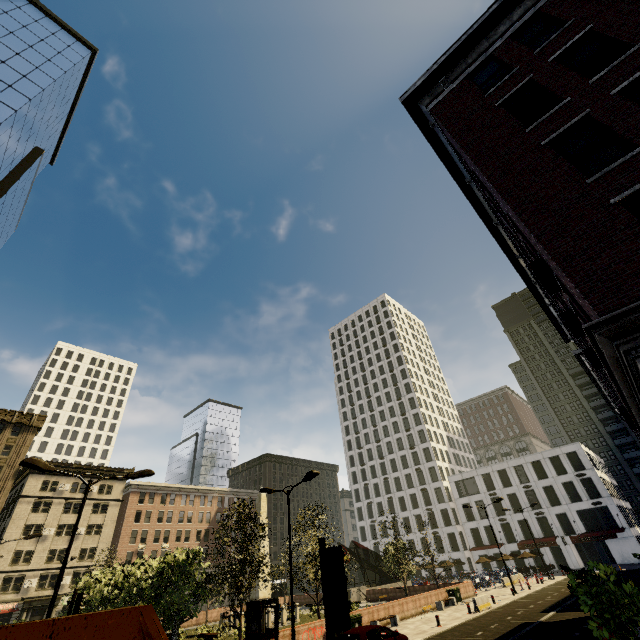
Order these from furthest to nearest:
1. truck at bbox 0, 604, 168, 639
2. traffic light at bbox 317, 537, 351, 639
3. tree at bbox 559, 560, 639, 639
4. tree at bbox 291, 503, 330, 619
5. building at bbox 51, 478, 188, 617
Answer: building at bbox 51, 478, 188, 617 → tree at bbox 291, 503, 330, 619 → tree at bbox 559, 560, 639, 639 → traffic light at bbox 317, 537, 351, 639 → truck at bbox 0, 604, 168, 639

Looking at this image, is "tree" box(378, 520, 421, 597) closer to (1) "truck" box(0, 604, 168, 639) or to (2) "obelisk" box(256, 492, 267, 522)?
(2) "obelisk" box(256, 492, 267, 522)

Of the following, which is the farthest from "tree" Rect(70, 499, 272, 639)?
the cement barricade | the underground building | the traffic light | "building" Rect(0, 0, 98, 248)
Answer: the traffic light

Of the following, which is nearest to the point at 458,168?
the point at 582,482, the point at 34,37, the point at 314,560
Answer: the point at 314,560

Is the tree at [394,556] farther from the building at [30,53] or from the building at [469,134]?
the building at [30,53]

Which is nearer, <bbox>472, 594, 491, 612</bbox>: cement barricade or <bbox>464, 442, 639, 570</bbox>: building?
<bbox>472, 594, 491, 612</bbox>: cement barricade

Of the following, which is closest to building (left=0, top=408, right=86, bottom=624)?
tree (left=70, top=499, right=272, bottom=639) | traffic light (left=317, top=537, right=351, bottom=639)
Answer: tree (left=70, top=499, right=272, bottom=639)

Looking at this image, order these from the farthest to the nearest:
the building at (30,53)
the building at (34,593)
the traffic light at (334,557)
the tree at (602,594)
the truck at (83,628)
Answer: the building at (34,593) → the building at (30,53) → the tree at (602,594) → the traffic light at (334,557) → the truck at (83,628)
